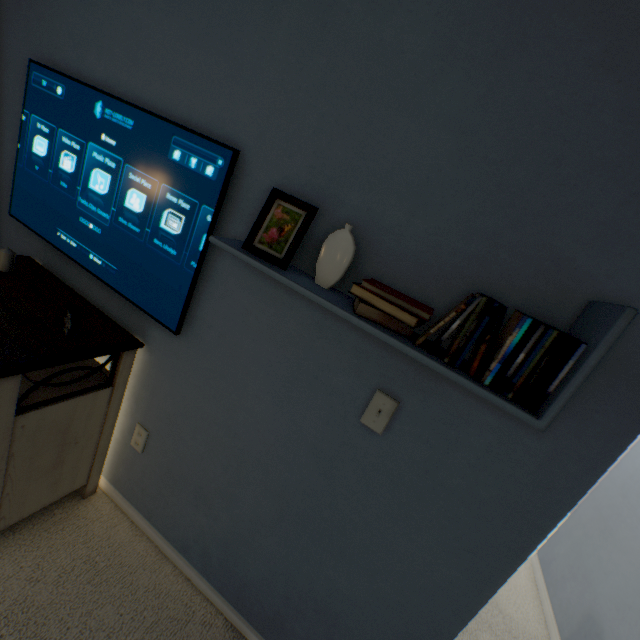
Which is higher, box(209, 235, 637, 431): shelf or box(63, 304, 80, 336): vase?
box(209, 235, 637, 431): shelf

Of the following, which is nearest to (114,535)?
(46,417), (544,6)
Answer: (46,417)

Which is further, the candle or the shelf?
the candle

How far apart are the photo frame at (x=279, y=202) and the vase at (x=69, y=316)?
0.8m

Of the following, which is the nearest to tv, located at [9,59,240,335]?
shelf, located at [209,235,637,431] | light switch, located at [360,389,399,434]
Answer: shelf, located at [209,235,637,431]

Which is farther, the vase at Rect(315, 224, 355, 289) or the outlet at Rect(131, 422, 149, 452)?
the outlet at Rect(131, 422, 149, 452)

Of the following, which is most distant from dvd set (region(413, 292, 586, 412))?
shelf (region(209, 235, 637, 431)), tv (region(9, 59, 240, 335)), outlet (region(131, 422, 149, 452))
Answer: outlet (region(131, 422, 149, 452))

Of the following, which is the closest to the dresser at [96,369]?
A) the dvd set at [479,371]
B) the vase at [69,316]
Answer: the vase at [69,316]
